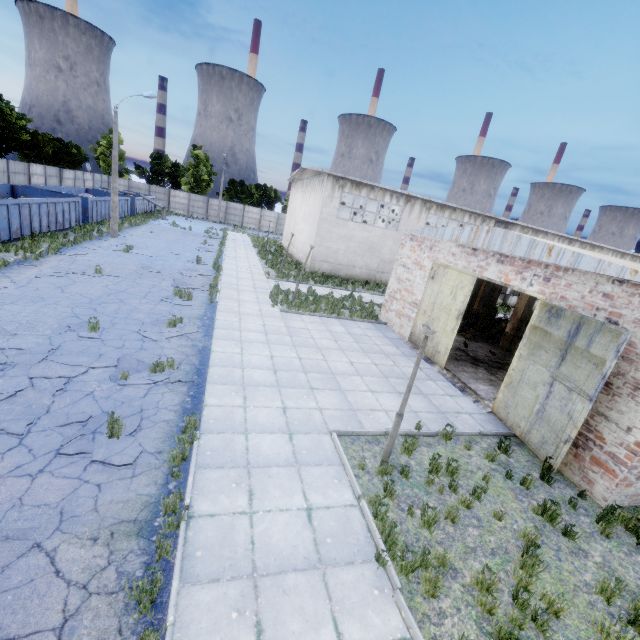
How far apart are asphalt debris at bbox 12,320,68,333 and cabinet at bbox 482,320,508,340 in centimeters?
1894cm

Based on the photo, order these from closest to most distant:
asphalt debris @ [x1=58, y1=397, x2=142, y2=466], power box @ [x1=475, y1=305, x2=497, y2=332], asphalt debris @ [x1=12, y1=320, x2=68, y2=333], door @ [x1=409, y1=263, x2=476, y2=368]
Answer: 1. asphalt debris @ [x1=58, y1=397, x2=142, y2=466]
2. asphalt debris @ [x1=12, y1=320, x2=68, y2=333]
3. door @ [x1=409, y1=263, x2=476, y2=368]
4. power box @ [x1=475, y1=305, x2=497, y2=332]

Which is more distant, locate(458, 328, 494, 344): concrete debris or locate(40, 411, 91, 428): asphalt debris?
locate(458, 328, 494, 344): concrete debris

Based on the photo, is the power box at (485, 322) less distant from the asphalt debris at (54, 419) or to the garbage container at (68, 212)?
the asphalt debris at (54, 419)

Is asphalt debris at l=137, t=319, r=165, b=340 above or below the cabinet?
below

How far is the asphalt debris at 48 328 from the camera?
9.4m

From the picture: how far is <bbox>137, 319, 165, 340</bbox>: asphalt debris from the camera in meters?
10.5

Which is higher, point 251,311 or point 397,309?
point 397,309
